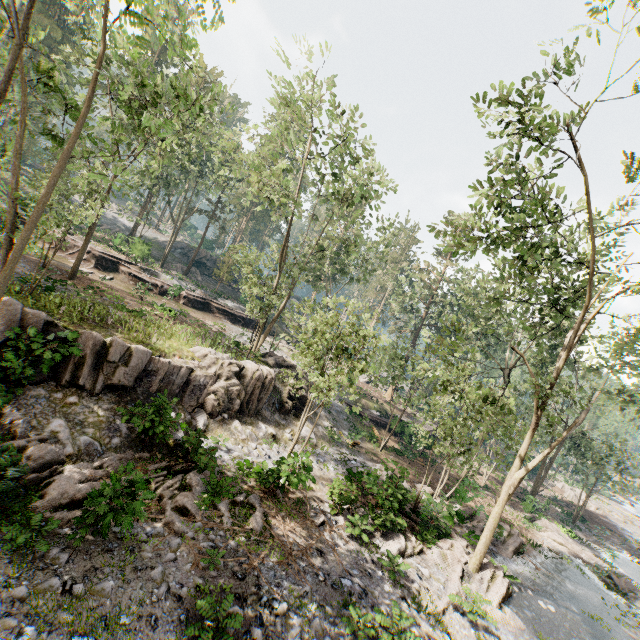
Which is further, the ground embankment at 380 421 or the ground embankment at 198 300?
the ground embankment at 380 421

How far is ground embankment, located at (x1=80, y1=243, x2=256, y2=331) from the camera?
29.6m

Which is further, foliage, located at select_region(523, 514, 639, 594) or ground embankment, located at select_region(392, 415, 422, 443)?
ground embankment, located at select_region(392, 415, 422, 443)

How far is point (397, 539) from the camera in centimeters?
1420cm

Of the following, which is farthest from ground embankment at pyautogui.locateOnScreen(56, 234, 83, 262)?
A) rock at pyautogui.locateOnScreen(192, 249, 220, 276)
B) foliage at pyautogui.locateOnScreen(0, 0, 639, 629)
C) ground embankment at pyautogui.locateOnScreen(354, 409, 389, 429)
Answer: rock at pyautogui.locateOnScreen(192, 249, 220, 276)

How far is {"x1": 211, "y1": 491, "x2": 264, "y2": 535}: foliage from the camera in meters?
10.9

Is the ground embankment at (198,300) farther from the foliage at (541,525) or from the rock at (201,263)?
the rock at (201,263)
